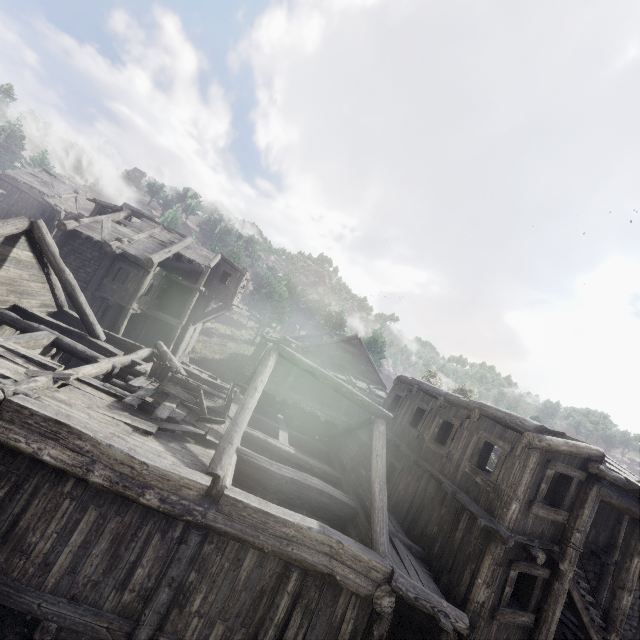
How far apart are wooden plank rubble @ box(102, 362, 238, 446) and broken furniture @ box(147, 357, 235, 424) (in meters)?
0.01

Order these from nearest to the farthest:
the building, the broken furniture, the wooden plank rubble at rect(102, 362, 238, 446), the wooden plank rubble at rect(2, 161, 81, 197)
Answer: the building → the wooden plank rubble at rect(102, 362, 238, 446) → the broken furniture → the wooden plank rubble at rect(2, 161, 81, 197)

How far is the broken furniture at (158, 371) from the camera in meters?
9.9

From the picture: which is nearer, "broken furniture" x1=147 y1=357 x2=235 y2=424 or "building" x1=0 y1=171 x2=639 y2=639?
"building" x1=0 y1=171 x2=639 y2=639

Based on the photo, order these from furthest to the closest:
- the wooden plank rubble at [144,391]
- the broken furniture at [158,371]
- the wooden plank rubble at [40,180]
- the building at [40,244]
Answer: the wooden plank rubble at [40,180], the broken furniture at [158,371], the wooden plank rubble at [144,391], the building at [40,244]

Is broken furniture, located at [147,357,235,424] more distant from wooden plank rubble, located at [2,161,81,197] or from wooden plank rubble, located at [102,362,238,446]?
wooden plank rubble, located at [2,161,81,197]

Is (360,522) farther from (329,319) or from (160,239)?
(329,319)
